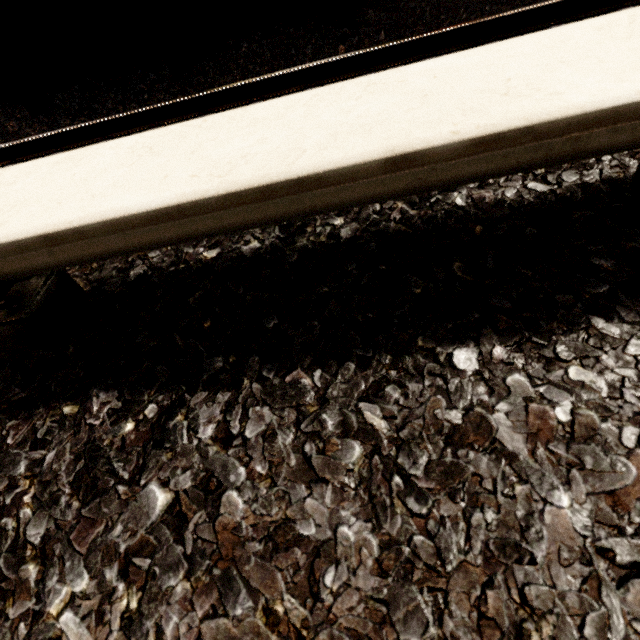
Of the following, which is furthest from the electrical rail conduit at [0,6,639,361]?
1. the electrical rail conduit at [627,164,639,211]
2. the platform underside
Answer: the platform underside

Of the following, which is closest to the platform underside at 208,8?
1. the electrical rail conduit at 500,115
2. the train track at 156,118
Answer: the train track at 156,118

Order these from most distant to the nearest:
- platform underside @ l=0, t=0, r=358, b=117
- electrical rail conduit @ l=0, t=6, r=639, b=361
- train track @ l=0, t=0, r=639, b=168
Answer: platform underside @ l=0, t=0, r=358, b=117 < train track @ l=0, t=0, r=639, b=168 < electrical rail conduit @ l=0, t=6, r=639, b=361

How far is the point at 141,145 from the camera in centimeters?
98cm

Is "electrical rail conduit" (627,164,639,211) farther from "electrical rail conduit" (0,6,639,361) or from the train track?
the train track

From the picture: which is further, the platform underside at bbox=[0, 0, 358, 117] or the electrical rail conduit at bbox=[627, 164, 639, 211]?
the platform underside at bbox=[0, 0, 358, 117]

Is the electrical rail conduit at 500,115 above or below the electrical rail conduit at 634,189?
above

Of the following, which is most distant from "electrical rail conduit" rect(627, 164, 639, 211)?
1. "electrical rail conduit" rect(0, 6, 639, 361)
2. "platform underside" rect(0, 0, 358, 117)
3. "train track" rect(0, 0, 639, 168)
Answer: "platform underside" rect(0, 0, 358, 117)
